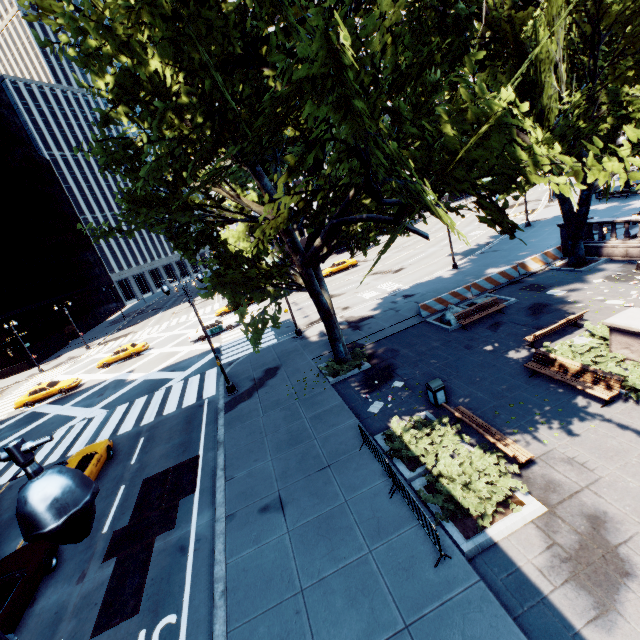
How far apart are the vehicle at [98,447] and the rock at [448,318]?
19.4 meters

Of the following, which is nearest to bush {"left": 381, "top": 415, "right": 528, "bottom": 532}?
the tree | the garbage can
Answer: the garbage can

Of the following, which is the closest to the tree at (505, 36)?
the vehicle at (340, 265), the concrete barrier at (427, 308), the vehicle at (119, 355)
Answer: the concrete barrier at (427, 308)

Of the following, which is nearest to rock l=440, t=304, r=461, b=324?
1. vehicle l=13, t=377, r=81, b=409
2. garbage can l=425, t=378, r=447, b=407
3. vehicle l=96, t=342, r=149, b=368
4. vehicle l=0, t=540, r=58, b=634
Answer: garbage can l=425, t=378, r=447, b=407

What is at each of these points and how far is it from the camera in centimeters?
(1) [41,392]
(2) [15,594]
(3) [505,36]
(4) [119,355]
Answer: (1) vehicle, 2942cm
(2) vehicle, 934cm
(3) tree, 1641cm
(4) vehicle, 3428cm

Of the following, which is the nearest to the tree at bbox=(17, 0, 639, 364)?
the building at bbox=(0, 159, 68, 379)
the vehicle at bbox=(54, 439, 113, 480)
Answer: the vehicle at bbox=(54, 439, 113, 480)

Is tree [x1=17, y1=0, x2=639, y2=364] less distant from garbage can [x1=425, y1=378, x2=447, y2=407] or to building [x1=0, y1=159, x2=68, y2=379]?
garbage can [x1=425, y1=378, x2=447, y2=407]

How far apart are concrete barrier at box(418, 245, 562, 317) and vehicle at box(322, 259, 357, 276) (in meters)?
23.06
